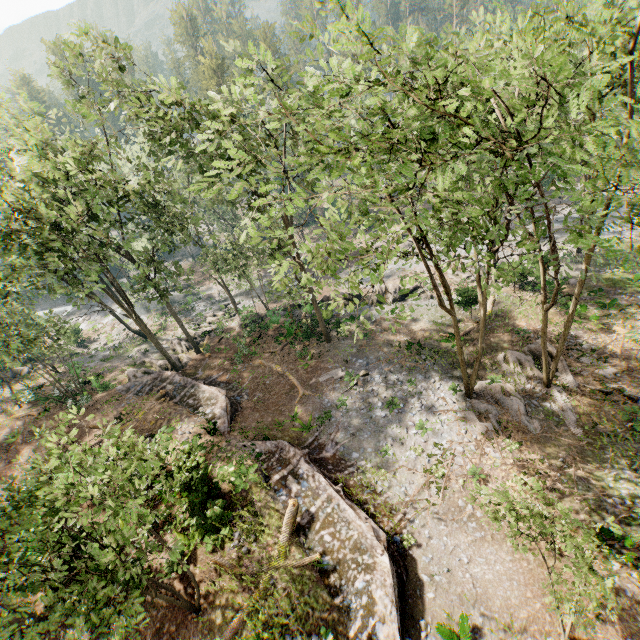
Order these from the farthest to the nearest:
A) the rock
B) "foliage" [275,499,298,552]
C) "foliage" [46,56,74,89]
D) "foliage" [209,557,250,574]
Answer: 1. the rock
2. "foliage" [46,56,74,89]
3. "foliage" [275,499,298,552]
4. "foliage" [209,557,250,574]

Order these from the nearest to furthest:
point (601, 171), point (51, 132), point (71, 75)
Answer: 1. point (601, 171)
2. point (51, 132)
3. point (71, 75)

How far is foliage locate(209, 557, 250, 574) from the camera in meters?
13.0

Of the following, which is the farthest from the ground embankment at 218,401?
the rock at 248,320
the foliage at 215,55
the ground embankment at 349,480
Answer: the rock at 248,320

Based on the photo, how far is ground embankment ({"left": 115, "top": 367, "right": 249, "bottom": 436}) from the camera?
21.3m

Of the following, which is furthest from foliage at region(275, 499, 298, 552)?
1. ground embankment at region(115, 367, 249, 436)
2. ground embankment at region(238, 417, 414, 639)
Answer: ground embankment at region(238, 417, 414, 639)

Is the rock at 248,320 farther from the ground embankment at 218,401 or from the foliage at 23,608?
the ground embankment at 218,401
